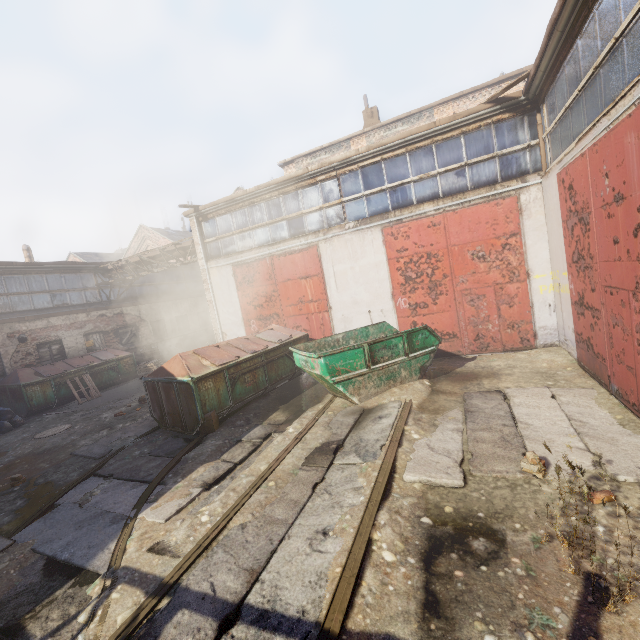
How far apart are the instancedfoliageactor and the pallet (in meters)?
15.74

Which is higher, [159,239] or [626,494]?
[159,239]

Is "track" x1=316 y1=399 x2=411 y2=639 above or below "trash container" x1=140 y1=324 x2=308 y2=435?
below

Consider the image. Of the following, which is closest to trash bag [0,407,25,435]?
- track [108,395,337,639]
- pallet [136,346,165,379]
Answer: pallet [136,346,165,379]

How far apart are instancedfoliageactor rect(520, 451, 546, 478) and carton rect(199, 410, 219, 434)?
6.0 meters

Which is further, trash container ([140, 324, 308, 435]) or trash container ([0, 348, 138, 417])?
trash container ([0, 348, 138, 417])

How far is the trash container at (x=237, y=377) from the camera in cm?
738

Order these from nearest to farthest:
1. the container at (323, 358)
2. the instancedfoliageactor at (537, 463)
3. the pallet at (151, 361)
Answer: the instancedfoliageactor at (537, 463) < the container at (323, 358) < the pallet at (151, 361)
